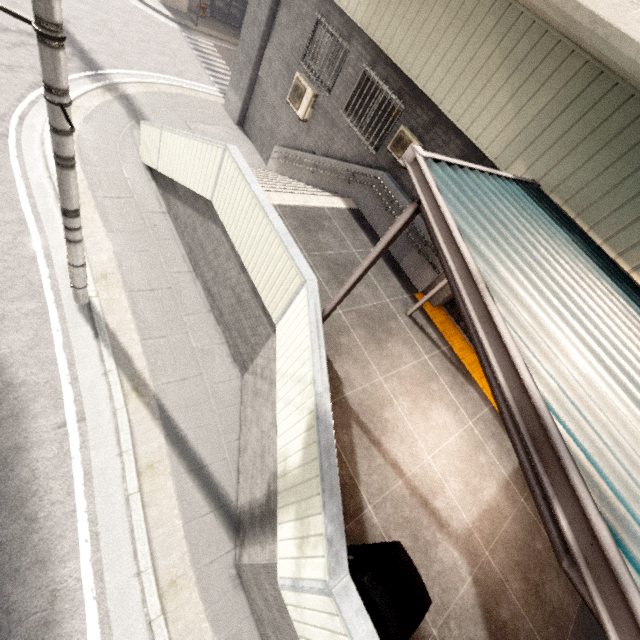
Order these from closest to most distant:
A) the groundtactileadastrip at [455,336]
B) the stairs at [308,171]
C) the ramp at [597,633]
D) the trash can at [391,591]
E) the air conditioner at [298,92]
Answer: the trash can at [391,591] < the ramp at [597,633] < the groundtactileadastrip at [455,336] < the stairs at [308,171] < the air conditioner at [298,92]

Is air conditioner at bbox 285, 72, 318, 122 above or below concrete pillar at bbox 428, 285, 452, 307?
above

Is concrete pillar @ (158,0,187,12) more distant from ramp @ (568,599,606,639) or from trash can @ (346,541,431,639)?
ramp @ (568,599,606,639)

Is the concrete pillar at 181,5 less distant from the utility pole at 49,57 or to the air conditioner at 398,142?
the air conditioner at 398,142

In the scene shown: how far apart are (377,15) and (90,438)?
10.48m

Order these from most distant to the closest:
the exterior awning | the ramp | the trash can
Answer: the ramp, the trash can, the exterior awning

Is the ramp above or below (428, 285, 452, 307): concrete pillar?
below

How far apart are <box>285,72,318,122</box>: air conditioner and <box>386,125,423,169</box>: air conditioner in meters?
3.4 m
